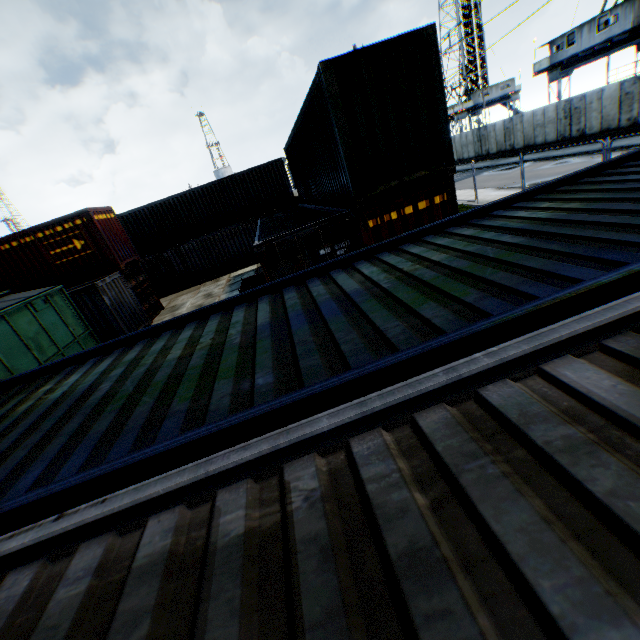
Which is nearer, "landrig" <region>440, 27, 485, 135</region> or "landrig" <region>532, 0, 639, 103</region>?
A: "landrig" <region>532, 0, 639, 103</region>

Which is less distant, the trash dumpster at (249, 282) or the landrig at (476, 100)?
the trash dumpster at (249, 282)

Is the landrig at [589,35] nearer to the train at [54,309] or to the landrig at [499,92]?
the landrig at [499,92]

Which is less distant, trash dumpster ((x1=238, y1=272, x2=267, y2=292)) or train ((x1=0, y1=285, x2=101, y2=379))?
train ((x1=0, y1=285, x2=101, y2=379))

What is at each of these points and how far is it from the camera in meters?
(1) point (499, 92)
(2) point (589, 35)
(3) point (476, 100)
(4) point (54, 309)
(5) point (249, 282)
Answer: (1) landrig, 48.6 m
(2) landrig, 24.7 m
(3) landrig, 48.4 m
(4) train, 9.7 m
(5) trash dumpster, 13.8 m

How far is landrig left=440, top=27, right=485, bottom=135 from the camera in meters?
48.6 m

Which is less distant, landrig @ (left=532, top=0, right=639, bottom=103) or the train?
the train

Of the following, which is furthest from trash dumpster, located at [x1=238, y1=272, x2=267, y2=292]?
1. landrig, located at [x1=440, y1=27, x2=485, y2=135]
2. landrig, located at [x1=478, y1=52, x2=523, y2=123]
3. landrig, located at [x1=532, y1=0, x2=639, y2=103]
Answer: landrig, located at [x1=440, y1=27, x2=485, y2=135]
